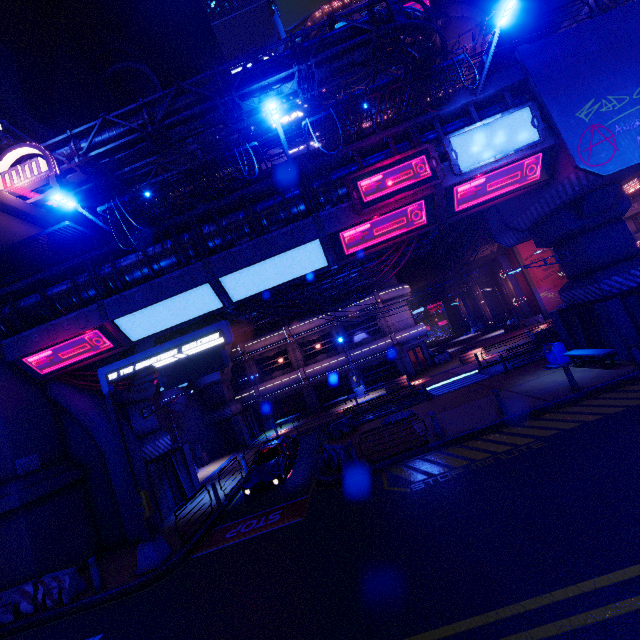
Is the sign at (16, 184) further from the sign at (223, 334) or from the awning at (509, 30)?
the awning at (509, 30)

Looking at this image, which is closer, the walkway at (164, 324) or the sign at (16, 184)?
the walkway at (164, 324)

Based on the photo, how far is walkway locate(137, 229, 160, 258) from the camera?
13.8 meters

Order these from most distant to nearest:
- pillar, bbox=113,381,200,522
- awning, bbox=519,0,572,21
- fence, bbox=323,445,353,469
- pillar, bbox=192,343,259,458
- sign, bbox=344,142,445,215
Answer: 1. pillar, bbox=192,343,259,458
2. awning, bbox=519,0,572,21
3. pillar, bbox=113,381,200,522
4. fence, bbox=323,445,353,469
5. sign, bbox=344,142,445,215

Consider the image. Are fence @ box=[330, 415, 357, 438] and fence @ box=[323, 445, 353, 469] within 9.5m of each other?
yes

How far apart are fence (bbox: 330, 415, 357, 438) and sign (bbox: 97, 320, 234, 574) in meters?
9.4

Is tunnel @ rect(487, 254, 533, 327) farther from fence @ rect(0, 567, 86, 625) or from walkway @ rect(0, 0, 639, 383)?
fence @ rect(0, 567, 86, 625)

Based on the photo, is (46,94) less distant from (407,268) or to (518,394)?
(407,268)
